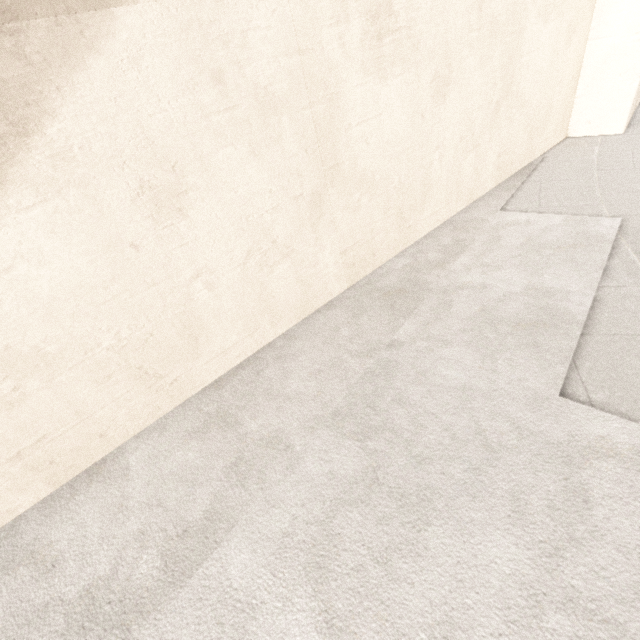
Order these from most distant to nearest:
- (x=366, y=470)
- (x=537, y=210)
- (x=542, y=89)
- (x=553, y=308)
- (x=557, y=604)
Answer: (x=542, y=89)
(x=537, y=210)
(x=553, y=308)
(x=366, y=470)
(x=557, y=604)
